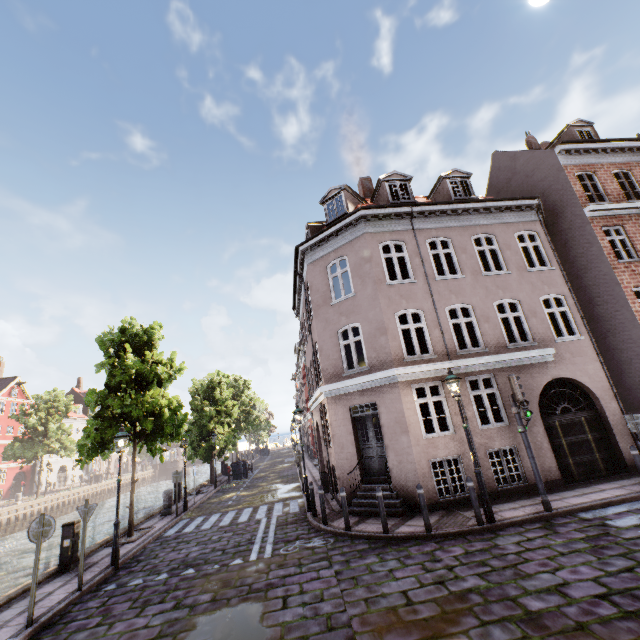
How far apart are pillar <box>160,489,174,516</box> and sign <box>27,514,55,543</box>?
9.8m

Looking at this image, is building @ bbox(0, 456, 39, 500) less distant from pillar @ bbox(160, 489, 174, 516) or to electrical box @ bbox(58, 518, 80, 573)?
electrical box @ bbox(58, 518, 80, 573)

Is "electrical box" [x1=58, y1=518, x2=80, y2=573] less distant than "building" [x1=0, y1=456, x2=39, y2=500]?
Yes

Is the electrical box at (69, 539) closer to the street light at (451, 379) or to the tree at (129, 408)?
the tree at (129, 408)

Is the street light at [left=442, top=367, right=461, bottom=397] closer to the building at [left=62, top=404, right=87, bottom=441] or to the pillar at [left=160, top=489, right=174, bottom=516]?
the pillar at [left=160, top=489, right=174, bottom=516]

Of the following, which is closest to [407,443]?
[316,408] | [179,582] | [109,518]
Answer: [179,582]

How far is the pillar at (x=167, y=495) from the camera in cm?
1548

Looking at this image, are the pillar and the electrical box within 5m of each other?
no
